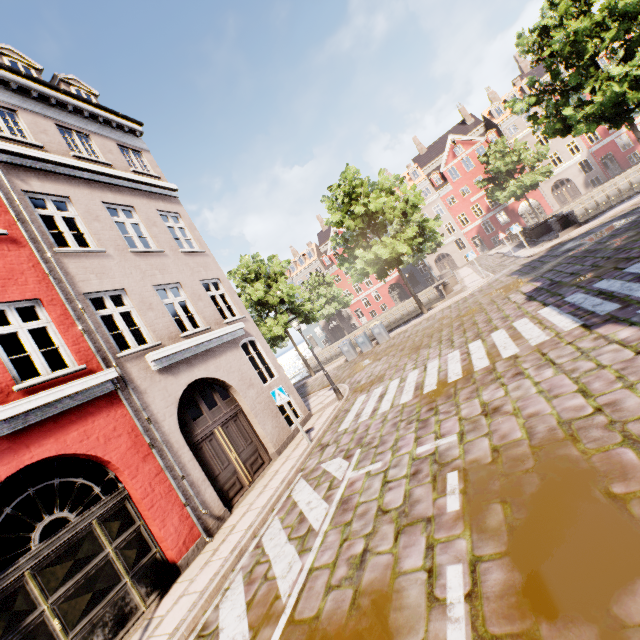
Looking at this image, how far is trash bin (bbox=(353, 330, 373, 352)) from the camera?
21.1 meters

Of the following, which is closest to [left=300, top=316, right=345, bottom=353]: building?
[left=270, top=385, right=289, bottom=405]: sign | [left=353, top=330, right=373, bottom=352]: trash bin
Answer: [left=270, top=385, right=289, bottom=405]: sign

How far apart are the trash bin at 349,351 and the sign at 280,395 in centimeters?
1232cm

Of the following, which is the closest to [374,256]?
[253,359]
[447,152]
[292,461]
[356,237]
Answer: [356,237]

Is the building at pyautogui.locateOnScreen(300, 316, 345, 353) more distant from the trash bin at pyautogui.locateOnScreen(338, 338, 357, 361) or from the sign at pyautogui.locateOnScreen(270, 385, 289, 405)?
the trash bin at pyautogui.locateOnScreen(338, 338, 357, 361)

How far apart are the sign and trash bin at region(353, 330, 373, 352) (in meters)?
12.23

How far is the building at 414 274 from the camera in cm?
4772

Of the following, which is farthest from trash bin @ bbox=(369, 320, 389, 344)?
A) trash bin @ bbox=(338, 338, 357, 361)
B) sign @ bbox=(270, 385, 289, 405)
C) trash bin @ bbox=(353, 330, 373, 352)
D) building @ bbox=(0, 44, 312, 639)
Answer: sign @ bbox=(270, 385, 289, 405)
